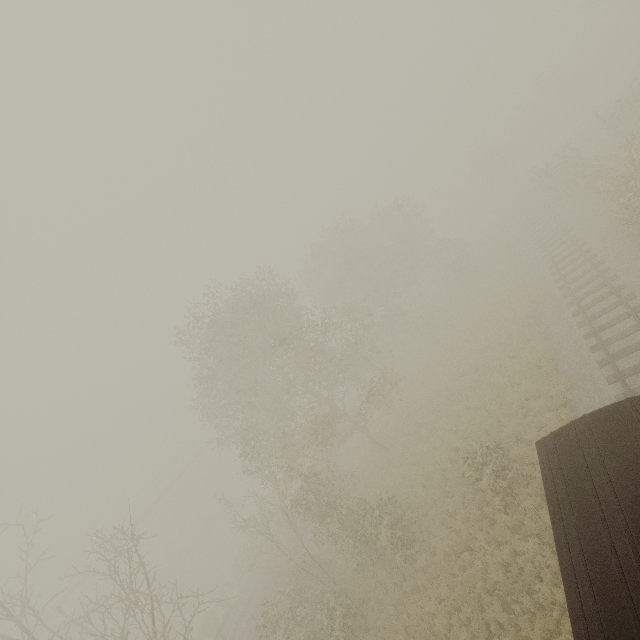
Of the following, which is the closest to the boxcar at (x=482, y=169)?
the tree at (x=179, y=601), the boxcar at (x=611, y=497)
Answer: the boxcar at (x=611, y=497)

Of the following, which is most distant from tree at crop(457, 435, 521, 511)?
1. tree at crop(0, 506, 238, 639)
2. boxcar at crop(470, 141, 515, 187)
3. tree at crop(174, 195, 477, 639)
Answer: boxcar at crop(470, 141, 515, 187)

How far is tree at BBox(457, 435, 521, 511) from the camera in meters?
12.9

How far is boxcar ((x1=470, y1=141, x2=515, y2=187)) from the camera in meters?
43.2

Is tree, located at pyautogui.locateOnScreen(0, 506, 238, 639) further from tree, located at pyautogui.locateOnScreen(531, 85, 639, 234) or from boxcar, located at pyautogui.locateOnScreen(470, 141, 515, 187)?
boxcar, located at pyautogui.locateOnScreen(470, 141, 515, 187)

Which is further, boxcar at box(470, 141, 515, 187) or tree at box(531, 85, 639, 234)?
boxcar at box(470, 141, 515, 187)

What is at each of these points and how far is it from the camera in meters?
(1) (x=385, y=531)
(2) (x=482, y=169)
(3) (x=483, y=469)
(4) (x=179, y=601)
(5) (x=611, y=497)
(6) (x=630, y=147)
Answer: (1) tree, 15.6 m
(2) boxcar, 44.4 m
(3) tree, 13.4 m
(4) tree, 40.0 m
(5) boxcar, 5.5 m
(6) tree, 17.8 m

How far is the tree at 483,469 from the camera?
12.9m
